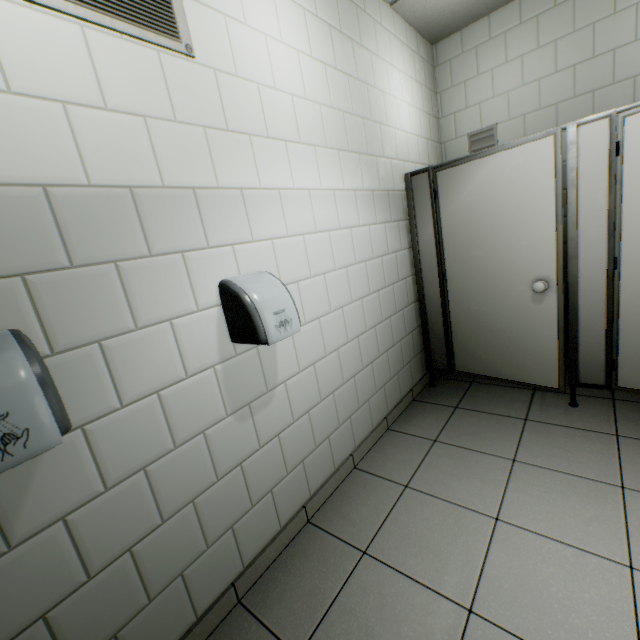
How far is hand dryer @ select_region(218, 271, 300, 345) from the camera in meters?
1.4

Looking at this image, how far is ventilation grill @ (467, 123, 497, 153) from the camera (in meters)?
3.22

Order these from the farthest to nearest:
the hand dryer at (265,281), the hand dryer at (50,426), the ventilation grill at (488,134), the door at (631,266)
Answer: the ventilation grill at (488,134) → the door at (631,266) → the hand dryer at (265,281) → the hand dryer at (50,426)

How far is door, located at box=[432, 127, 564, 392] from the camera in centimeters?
210cm

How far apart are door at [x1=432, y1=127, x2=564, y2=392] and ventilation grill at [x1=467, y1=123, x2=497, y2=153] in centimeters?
121cm

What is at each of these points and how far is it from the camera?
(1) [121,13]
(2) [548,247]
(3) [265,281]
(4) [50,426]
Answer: (1) ventilation grill, 1.1 meters
(2) door, 2.1 meters
(3) hand dryer, 1.5 meters
(4) hand dryer, 0.8 meters

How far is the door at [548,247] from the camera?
2.1 meters

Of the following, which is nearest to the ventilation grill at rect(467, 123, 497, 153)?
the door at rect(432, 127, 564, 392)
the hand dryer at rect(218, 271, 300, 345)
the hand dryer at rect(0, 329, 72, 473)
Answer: the door at rect(432, 127, 564, 392)
